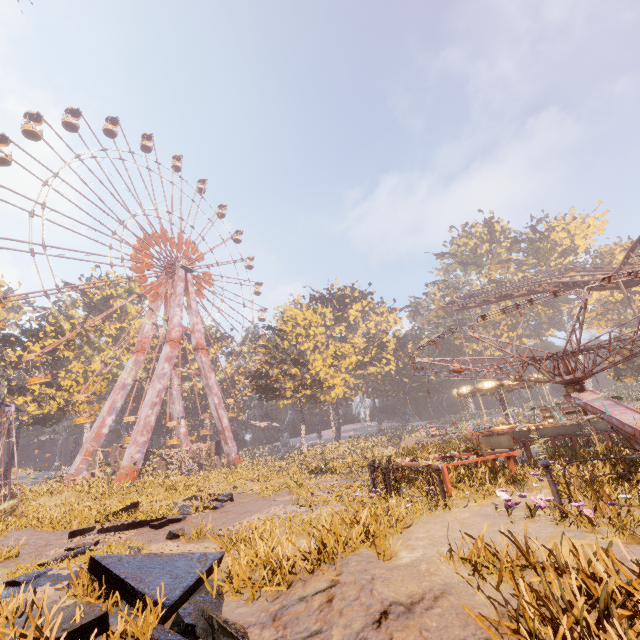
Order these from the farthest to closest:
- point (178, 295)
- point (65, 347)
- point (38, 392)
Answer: point (178, 295)
point (65, 347)
point (38, 392)

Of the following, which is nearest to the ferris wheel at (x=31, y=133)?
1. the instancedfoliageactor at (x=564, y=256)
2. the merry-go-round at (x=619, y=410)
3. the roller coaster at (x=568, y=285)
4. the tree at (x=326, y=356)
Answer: the tree at (x=326, y=356)

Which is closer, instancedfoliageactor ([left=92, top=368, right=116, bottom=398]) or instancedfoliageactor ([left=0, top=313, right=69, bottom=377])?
instancedfoliageactor ([left=0, top=313, right=69, bottom=377])

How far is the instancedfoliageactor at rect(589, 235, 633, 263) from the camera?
51.2 meters

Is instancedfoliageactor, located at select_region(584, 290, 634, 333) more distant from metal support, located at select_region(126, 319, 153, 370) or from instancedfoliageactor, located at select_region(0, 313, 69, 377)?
instancedfoliageactor, located at select_region(0, 313, 69, 377)

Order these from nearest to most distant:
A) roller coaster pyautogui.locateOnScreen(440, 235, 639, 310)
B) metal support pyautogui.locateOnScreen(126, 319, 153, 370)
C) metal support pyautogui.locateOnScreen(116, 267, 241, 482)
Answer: roller coaster pyautogui.locateOnScreen(440, 235, 639, 310)
metal support pyautogui.locateOnScreen(116, 267, 241, 482)
metal support pyautogui.locateOnScreen(126, 319, 153, 370)

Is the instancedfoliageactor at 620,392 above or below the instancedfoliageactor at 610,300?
below

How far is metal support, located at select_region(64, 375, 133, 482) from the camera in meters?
32.3 m
